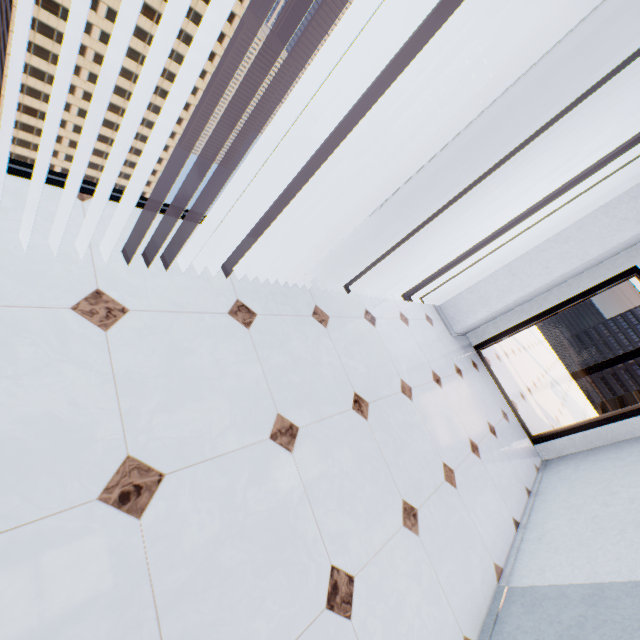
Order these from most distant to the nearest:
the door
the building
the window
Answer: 1. the building
2. the door
3. the window

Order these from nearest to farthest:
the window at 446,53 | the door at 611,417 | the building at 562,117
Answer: the window at 446,53 → the door at 611,417 → the building at 562,117

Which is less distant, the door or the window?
the window

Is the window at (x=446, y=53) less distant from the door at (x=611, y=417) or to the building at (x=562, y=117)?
the door at (x=611, y=417)

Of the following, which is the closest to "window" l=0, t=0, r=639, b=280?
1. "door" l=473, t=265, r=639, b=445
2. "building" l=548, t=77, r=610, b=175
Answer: "door" l=473, t=265, r=639, b=445

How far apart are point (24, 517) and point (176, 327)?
0.9 meters
